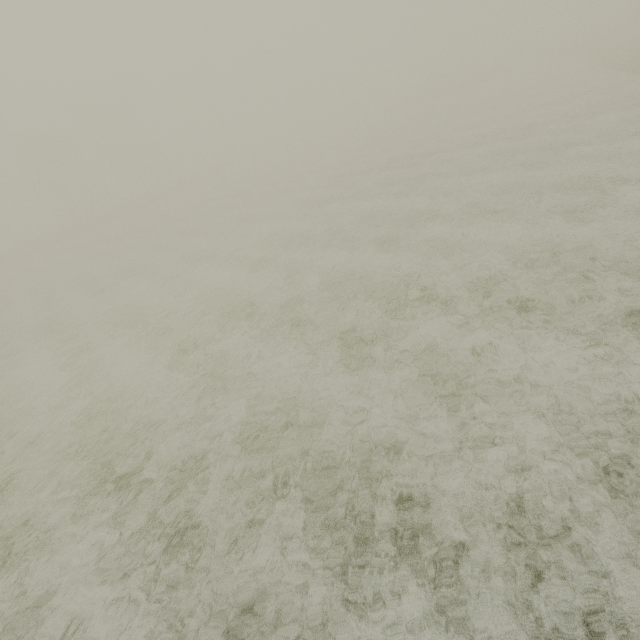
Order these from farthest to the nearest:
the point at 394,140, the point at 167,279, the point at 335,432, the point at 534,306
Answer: the point at 394,140
the point at 167,279
the point at 534,306
the point at 335,432
